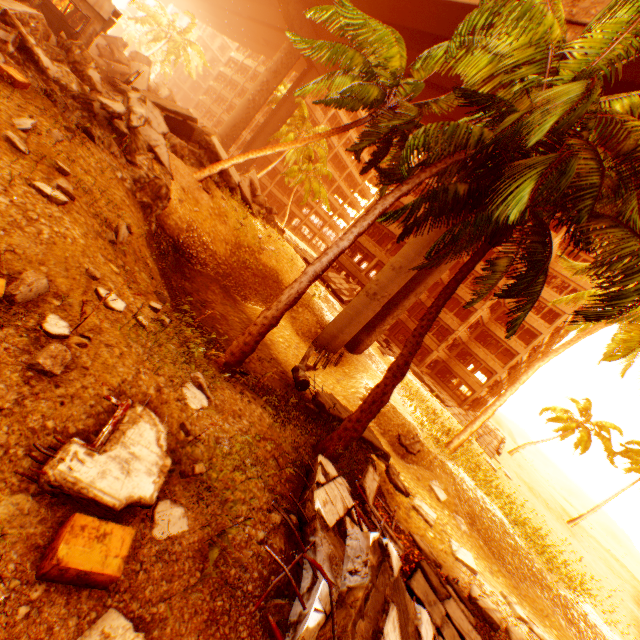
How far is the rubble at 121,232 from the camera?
6.4 meters

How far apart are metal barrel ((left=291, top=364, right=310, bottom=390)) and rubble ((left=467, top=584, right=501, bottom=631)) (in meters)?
7.34

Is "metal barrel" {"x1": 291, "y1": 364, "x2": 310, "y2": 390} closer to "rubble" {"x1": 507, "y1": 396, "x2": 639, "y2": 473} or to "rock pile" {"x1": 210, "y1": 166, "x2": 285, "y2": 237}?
"rubble" {"x1": 507, "y1": 396, "x2": 639, "y2": 473}

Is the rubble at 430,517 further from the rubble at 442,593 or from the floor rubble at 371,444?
the floor rubble at 371,444

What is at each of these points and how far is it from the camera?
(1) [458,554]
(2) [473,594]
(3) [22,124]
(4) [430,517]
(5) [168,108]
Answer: (1) rubble, 10.5 meters
(2) rubble, 8.9 meters
(3) rubble, 6.3 meters
(4) rubble, 11.5 meters
(5) floor rubble, 16.1 meters

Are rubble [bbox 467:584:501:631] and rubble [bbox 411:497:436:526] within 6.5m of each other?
yes

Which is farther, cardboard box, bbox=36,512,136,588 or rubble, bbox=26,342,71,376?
rubble, bbox=26,342,71,376

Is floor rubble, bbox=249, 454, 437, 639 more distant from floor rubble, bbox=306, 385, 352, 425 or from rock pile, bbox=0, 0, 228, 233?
rock pile, bbox=0, 0, 228, 233
